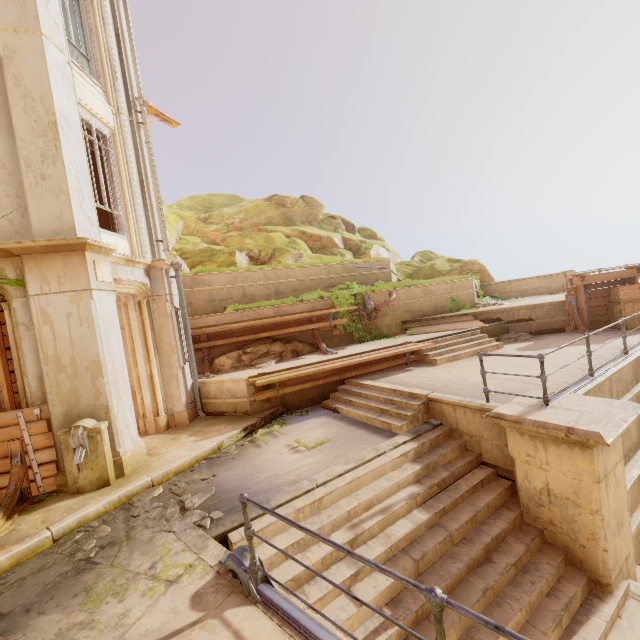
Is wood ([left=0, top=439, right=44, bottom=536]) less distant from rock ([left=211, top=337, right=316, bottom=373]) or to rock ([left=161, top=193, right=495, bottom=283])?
rock ([left=211, top=337, right=316, bottom=373])

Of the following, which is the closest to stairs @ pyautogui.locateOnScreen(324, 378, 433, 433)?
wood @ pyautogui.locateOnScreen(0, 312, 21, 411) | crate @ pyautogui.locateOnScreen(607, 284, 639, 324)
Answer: wood @ pyautogui.locateOnScreen(0, 312, 21, 411)

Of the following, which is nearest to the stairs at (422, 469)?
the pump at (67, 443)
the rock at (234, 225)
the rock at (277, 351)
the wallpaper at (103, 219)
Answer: the rock at (277, 351)

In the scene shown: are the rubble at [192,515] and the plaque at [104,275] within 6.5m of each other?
yes

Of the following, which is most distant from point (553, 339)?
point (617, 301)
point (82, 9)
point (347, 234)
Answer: point (347, 234)

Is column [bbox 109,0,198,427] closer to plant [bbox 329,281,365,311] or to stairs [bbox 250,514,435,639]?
stairs [bbox 250,514,435,639]

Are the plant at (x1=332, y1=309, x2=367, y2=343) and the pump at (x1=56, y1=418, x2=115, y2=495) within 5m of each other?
no

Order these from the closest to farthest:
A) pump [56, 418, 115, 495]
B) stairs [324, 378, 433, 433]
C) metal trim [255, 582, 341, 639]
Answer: metal trim [255, 582, 341, 639]
pump [56, 418, 115, 495]
stairs [324, 378, 433, 433]
